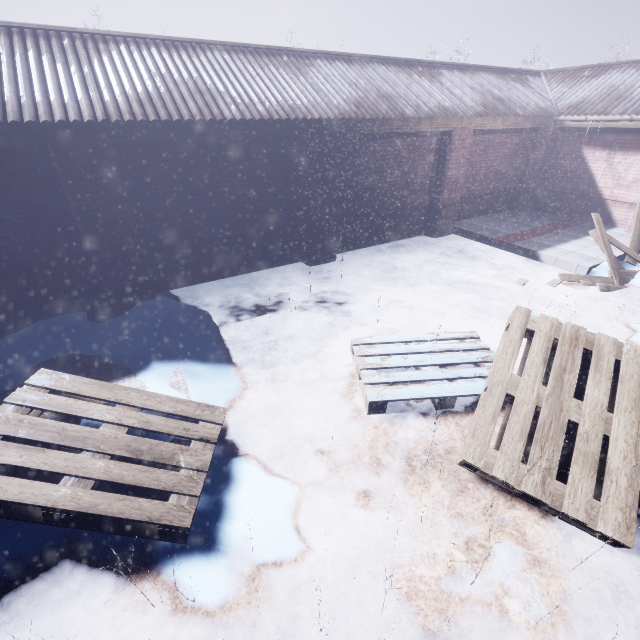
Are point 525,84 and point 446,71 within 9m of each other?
yes
